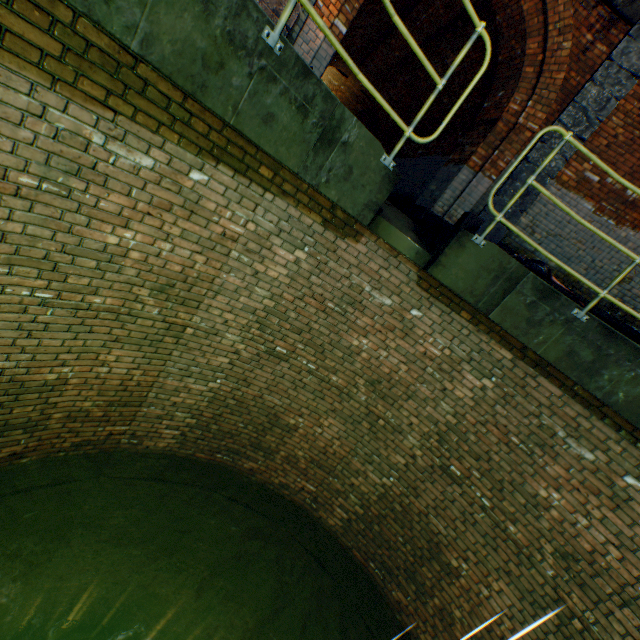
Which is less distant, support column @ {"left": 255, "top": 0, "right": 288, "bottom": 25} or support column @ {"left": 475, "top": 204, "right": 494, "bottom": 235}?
support column @ {"left": 255, "top": 0, "right": 288, "bottom": 25}

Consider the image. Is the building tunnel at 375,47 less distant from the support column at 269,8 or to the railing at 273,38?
the support column at 269,8

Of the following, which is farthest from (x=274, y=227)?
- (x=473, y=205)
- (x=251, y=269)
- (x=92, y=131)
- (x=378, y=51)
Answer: (x=378, y=51)

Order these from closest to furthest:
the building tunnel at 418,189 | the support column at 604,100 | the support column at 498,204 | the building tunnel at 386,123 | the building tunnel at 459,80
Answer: the support column at 604,100
the support column at 498,204
the building tunnel at 418,189
the building tunnel at 459,80
the building tunnel at 386,123

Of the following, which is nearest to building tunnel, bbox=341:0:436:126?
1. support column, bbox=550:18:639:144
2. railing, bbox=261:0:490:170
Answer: support column, bbox=550:18:639:144

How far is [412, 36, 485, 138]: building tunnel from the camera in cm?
803

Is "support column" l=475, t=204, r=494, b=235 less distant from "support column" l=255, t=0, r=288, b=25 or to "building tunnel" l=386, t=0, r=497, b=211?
"building tunnel" l=386, t=0, r=497, b=211

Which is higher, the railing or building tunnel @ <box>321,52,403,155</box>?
building tunnel @ <box>321,52,403,155</box>
